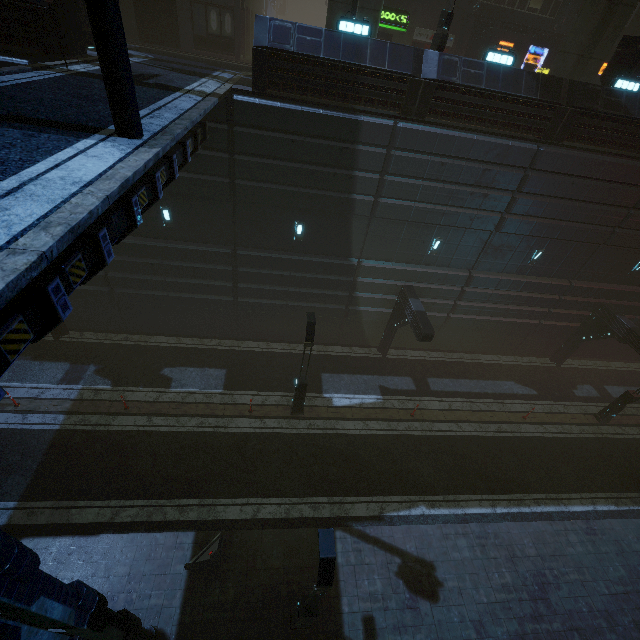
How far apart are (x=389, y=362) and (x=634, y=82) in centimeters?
1637cm

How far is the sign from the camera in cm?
1778

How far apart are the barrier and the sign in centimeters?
2584cm

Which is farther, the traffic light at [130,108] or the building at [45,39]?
the building at [45,39]

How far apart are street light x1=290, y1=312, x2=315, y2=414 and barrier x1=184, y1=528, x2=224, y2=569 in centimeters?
531cm

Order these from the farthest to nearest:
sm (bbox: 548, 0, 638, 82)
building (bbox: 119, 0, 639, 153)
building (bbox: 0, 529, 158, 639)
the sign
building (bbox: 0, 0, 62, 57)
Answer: the sign
sm (bbox: 548, 0, 638, 82)
building (bbox: 119, 0, 639, 153)
building (bbox: 0, 0, 62, 57)
building (bbox: 0, 529, 158, 639)

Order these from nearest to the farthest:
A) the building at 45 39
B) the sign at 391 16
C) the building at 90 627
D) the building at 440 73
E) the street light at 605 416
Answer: the building at 90 627 < the building at 45 39 < the building at 440 73 < the street light at 605 416 < the sign at 391 16

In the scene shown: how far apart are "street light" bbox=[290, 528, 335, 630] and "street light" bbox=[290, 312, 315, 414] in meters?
6.6 m
